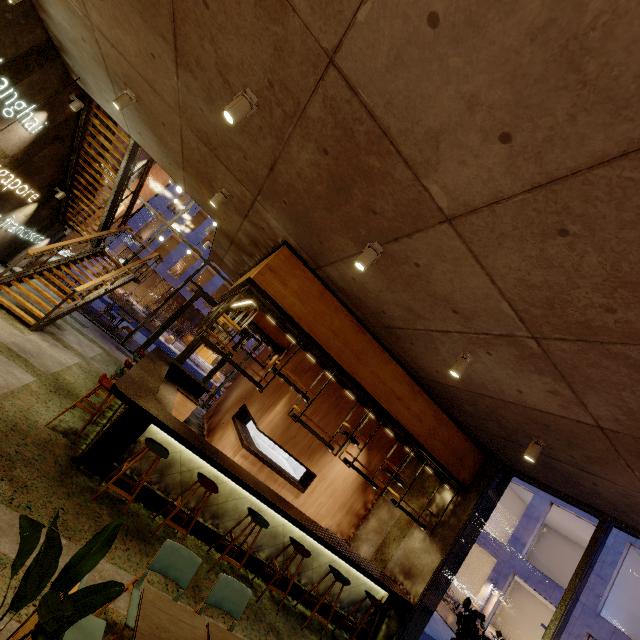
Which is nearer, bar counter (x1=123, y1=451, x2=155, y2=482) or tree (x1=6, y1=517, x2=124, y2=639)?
tree (x1=6, y1=517, x2=124, y2=639)

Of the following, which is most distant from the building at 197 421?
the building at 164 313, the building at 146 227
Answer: the building at 164 313

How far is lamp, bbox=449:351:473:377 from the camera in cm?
420

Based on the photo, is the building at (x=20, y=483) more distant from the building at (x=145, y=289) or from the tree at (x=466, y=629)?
the building at (x=145, y=289)

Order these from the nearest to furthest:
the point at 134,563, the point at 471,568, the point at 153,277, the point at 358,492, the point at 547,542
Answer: the point at 134,563, the point at 358,492, the point at 471,568, the point at 547,542, the point at 153,277

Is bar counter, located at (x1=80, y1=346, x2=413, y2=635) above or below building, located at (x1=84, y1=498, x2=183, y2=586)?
above

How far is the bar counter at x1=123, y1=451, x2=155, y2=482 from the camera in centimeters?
488cm

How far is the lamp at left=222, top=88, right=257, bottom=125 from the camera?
3.09m
